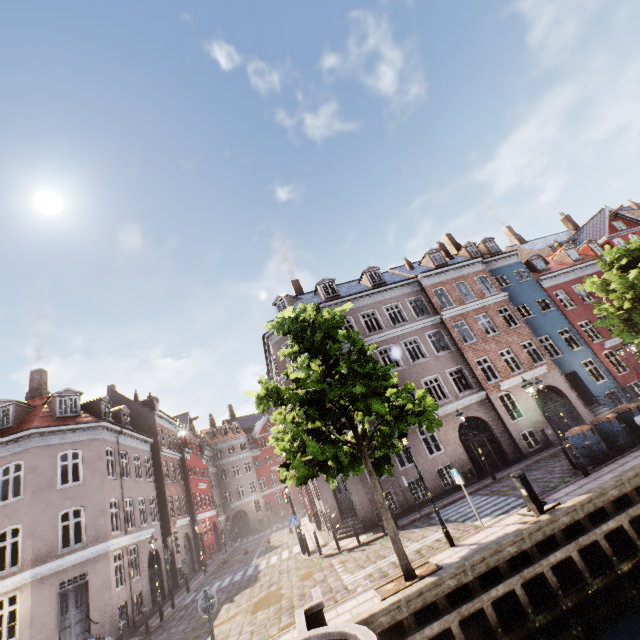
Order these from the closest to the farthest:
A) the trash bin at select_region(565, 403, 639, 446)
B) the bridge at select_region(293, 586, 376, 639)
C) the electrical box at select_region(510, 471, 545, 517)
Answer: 1. the bridge at select_region(293, 586, 376, 639)
2. the electrical box at select_region(510, 471, 545, 517)
3. the trash bin at select_region(565, 403, 639, 446)

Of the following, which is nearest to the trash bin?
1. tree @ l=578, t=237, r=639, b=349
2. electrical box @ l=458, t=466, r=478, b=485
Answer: tree @ l=578, t=237, r=639, b=349

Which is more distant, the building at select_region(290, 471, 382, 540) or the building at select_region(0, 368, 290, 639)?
the building at select_region(290, 471, 382, 540)

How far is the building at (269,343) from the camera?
23.0m

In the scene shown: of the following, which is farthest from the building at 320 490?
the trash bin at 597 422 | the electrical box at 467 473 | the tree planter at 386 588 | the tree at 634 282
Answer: the tree planter at 386 588

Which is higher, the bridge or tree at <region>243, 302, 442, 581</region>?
tree at <region>243, 302, 442, 581</region>

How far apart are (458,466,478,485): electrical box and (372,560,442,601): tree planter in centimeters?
1002cm

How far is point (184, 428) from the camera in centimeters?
3753cm
